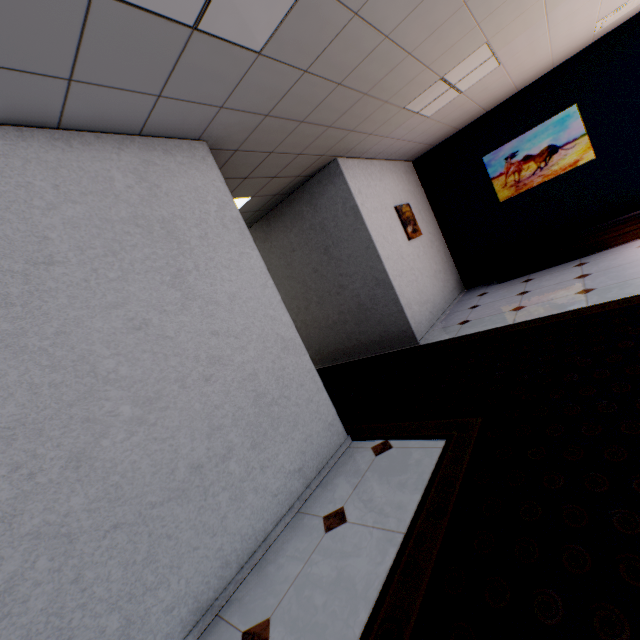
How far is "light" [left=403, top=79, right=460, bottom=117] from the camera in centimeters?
384cm

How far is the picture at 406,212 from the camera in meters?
5.6 m

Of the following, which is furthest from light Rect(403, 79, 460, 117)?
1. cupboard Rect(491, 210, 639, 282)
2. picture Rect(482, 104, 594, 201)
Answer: cupboard Rect(491, 210, 639, 282)

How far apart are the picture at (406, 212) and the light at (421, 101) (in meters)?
1.34

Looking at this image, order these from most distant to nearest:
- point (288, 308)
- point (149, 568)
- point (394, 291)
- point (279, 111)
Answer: point (288, 308) < point (394, 291) < point (279, 111) < point (149, 568)

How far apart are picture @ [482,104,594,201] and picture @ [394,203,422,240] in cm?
161

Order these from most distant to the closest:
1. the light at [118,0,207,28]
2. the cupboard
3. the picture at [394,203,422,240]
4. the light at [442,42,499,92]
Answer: the picture at [394,203,422,240], the cupboard, the light at [442,42,499,92], the light at [118,0,207,28]

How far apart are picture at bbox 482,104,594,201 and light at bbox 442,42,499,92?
2.0m
